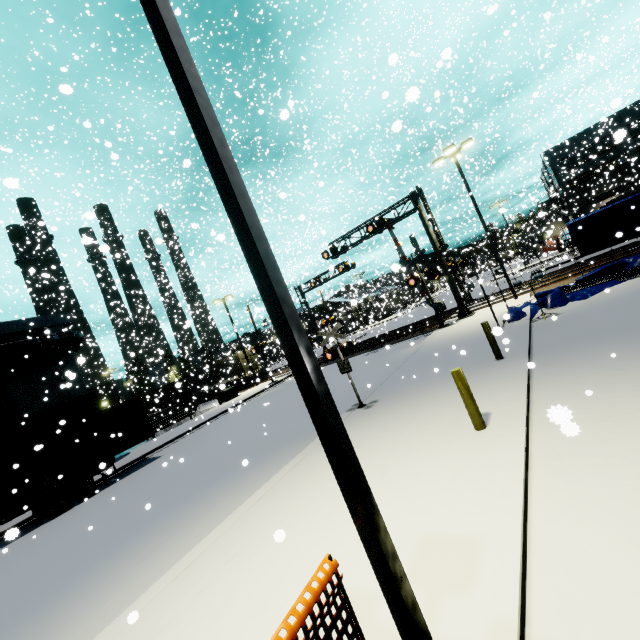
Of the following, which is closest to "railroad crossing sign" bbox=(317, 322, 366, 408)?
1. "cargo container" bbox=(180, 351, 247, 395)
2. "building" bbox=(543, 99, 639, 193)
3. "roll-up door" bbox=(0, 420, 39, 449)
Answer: "building" bbox=(543, 99, 639, 193)

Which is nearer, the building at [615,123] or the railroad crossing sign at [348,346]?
the railroad crossing sign at [348,346]

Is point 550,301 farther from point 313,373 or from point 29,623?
point 29,623

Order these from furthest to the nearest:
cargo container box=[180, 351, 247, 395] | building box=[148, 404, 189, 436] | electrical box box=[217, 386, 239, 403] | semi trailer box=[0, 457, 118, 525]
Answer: cargo container box=[180, 351, 247, 395], electrical box box=[217, 386, 239, 403], building box=[148, 404, 189, 436], semi trailer box=[0, 457, 118, 525]

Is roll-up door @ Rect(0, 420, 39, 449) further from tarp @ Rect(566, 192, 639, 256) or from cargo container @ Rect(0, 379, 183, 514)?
tarp @ Rect(566, 192, 639, 256)

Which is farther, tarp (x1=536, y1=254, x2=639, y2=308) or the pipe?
the pipe

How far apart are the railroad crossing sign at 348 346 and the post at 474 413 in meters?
4.3

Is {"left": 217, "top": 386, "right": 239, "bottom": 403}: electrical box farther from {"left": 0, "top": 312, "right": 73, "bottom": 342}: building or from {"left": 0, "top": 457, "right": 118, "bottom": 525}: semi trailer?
{"left": 0, "top": 457, "right": 118, "bottom": 525}: semi trailer
